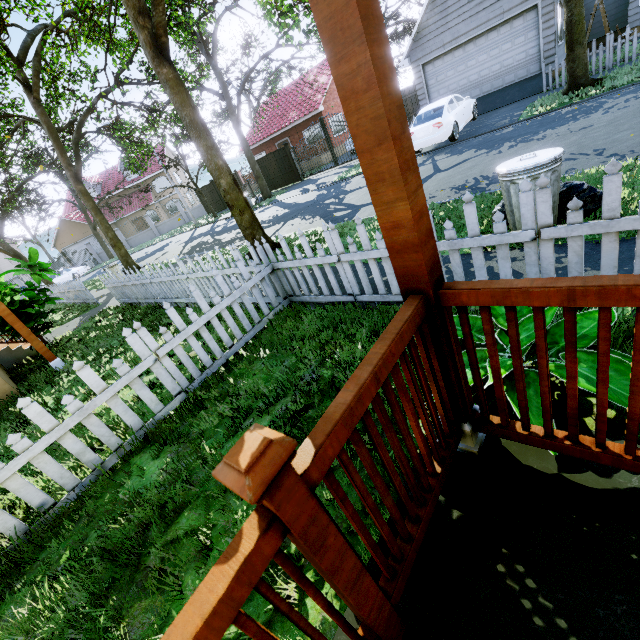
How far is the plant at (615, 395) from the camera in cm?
145

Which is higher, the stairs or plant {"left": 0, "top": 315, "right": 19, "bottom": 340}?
plant {"left": 0, "top": 315, "right": 19, "bottom": 340}

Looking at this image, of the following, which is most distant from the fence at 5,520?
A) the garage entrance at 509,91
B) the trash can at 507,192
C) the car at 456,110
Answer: the car at 456,110

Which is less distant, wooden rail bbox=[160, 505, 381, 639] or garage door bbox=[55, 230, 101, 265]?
wooden rail bbox=[160, 505, 381, 639]

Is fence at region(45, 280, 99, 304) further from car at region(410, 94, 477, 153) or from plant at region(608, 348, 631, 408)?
car at region(410, 94, 477, 153)

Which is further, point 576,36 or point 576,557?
point 576,36

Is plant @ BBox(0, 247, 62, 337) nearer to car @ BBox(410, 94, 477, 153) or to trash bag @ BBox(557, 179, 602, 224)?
trash bag @ BBox(557, 179, 602, 224)

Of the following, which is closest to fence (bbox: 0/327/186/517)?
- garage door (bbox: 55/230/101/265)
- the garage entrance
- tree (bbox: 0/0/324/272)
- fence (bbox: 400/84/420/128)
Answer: fence (bbox: 400/84/420/128)
